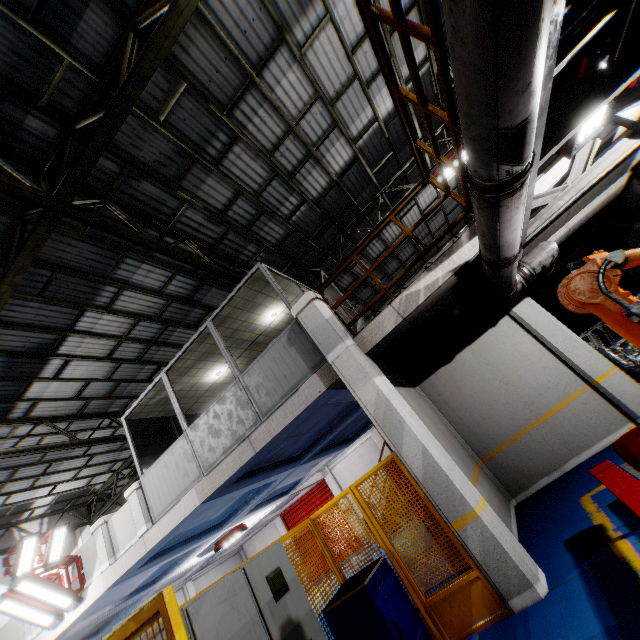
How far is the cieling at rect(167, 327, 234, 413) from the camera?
8.5 meters

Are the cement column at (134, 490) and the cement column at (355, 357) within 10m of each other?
yes

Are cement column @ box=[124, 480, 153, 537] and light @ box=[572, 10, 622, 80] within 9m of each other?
no

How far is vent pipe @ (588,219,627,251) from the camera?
8.2m

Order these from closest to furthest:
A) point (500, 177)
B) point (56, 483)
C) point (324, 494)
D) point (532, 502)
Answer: point (500, 177) → point (532, 502) → point (56, 483) → point (324, 494)

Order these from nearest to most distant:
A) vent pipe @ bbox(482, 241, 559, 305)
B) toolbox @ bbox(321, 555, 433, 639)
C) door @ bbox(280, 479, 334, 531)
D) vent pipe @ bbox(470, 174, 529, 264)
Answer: vent pipe @ bbox(470, 174, 529, 264), toolbox @ bbox(321, 555, 433, 639), vent pipe @ bbox(482, 241, 559, 305), door @ bbox(280, 479, 334, 531)

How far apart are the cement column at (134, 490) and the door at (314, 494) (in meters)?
11.60

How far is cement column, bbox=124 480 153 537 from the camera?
7.68m
